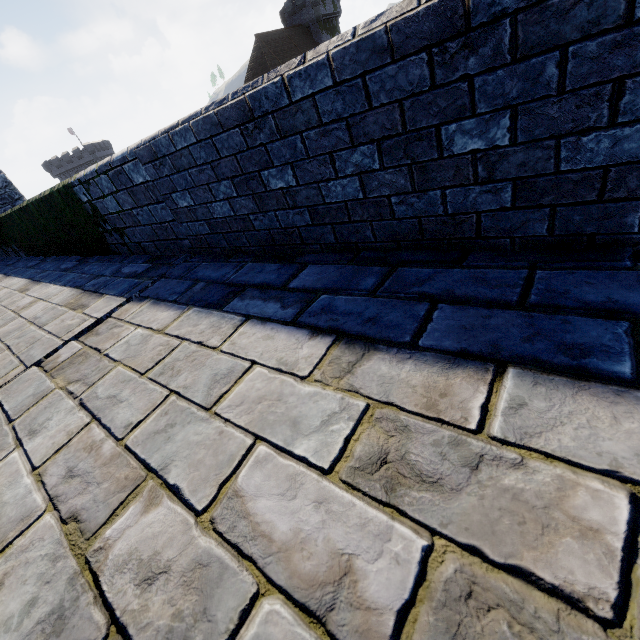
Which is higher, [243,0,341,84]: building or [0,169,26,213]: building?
[243,0,341,84]: building

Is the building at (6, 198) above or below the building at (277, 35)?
below

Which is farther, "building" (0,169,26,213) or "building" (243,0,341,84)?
"building" (243,0,341,84)

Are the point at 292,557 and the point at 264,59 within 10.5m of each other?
no

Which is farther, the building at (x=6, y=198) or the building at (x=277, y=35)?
the building at (x=277, y=35)
